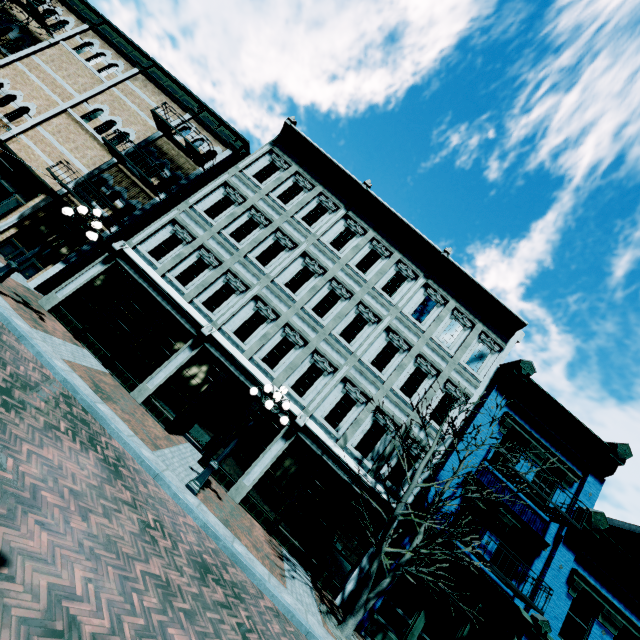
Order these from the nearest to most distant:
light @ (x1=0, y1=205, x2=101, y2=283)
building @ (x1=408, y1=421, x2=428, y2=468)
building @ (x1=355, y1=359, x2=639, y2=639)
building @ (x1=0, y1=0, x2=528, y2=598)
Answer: light @ (x1=0, y1=205, x2=101, y2=283), building @ (x1=355, y1=359, x2=639, y2=639), building @ (x1=0, y1=0, x2=528, y2=598), building @ (x1=408, y1=421, x2=428, y2=468)

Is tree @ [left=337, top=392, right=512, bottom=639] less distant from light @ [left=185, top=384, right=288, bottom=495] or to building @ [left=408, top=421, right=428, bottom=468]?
building @ [left=408, top=421, right=428, bottom=468]

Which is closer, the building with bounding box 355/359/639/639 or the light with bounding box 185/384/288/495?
the light with bounding box 185/384/288/495

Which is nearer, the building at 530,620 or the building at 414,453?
the building at 530,620

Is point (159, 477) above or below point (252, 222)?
below

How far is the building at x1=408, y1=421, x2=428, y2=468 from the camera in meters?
12.6 m

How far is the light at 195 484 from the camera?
8.6 meters

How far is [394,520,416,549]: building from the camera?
11.0m
